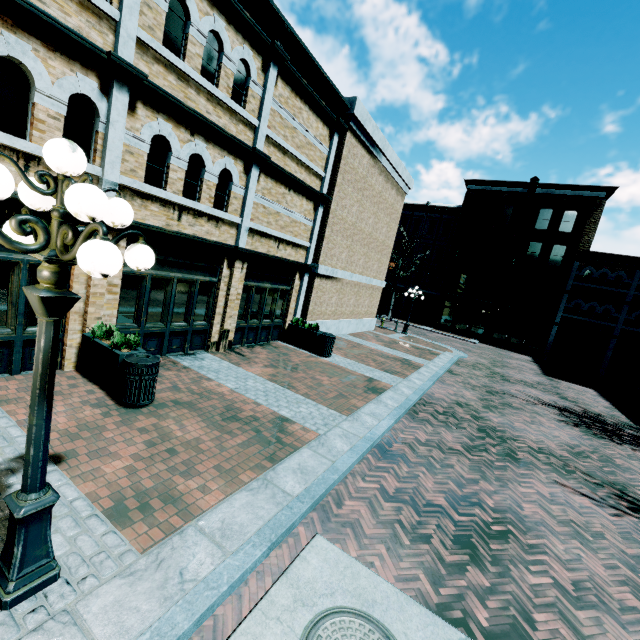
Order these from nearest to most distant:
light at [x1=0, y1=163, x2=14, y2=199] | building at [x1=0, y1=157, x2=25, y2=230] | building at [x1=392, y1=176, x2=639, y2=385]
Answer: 1. light at [x1=0, y1=163, x2=14, y2=199]
2. building at [x1=0, y1=157, x2=25, y2=230]
3. building at [x1=392, y1=176, x2=639, y2=385]

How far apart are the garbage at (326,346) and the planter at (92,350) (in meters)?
6.81

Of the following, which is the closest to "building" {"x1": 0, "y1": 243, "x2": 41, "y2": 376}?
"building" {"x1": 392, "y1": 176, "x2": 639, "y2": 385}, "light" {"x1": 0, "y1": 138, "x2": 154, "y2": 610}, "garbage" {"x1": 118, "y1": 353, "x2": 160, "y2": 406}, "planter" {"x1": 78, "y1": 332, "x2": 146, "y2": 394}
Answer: "planter" {"x1": 78, "y1": 332, "x2": 146, "y2": 394}

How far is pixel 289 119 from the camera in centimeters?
1045cm

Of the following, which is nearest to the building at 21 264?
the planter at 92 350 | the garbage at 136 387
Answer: the planter at 92 350

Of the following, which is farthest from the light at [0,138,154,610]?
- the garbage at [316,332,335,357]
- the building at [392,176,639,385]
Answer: the building at [392,176,639,385]

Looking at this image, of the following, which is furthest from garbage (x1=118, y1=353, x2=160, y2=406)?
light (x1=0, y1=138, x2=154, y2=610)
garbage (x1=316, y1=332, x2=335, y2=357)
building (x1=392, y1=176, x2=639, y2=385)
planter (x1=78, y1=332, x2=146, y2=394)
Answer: building (x1=392, y1=176, x2=639, y2=385)

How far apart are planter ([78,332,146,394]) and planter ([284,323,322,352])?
6.9m
